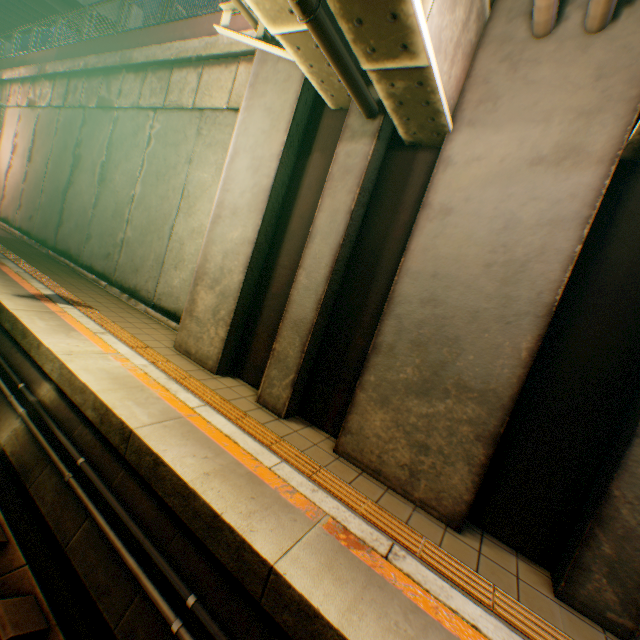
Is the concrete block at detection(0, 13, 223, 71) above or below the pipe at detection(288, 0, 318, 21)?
above

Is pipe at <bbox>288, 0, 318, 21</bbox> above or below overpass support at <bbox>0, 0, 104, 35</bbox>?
below

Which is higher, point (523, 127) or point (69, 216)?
point (523, 127)

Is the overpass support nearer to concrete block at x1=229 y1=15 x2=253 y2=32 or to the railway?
concrete block at x1=229 y1=15 x2=253 y2=32

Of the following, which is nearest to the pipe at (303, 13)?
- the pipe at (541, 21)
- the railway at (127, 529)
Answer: the pipe at (541, 21)

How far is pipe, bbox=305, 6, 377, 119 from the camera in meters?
3.0

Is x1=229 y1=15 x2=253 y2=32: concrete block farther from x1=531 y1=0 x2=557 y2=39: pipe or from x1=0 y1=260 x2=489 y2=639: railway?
x1=0 y1=260 x2=489 y2=639: railway

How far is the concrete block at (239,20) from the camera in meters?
6.9
